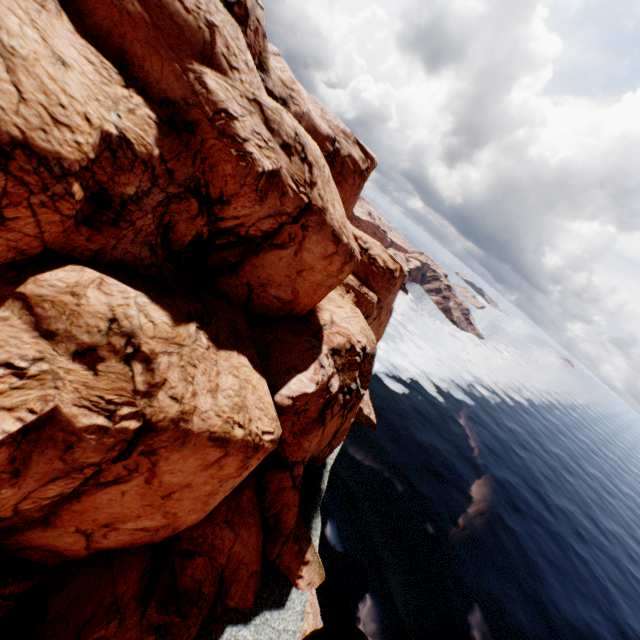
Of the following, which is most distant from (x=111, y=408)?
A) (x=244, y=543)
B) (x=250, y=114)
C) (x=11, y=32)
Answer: (x=250, y=114)
